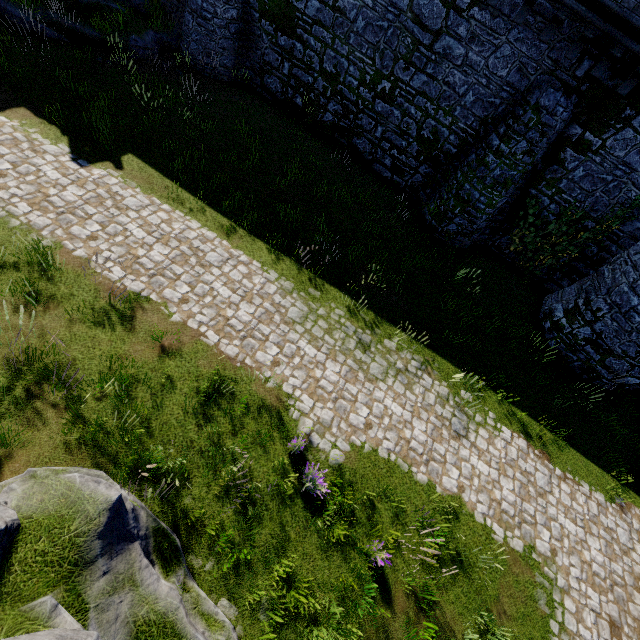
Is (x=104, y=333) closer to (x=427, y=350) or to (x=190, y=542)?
(x=190, y=542)
